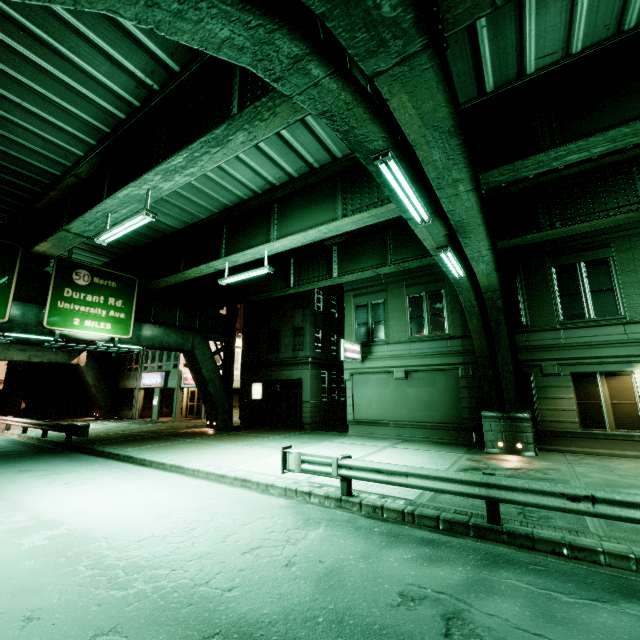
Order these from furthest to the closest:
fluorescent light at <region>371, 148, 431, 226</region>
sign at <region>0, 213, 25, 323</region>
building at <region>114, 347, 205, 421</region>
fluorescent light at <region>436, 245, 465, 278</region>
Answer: building at <region>114, 347, 205, 421</region> < sign at <region>0, 213, 25, 323</region> < fluorescent light at <region>436, 245, 465, 278</region> < fluorescent light at <region>371, 148, 431, 226</region>

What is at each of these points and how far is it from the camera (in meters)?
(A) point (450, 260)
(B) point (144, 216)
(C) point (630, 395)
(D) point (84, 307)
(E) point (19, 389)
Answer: (A) fluorescent light, 9.13
(B) fluorescent light, 9.88
(C) building, 13.06
(D) sign, 16.84
(E) building, 32.62

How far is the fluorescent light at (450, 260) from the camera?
8.4m

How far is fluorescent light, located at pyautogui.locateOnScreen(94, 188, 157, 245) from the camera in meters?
10.0

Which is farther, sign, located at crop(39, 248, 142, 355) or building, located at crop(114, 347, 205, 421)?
building, located at crop(114, 347, 205, 421)

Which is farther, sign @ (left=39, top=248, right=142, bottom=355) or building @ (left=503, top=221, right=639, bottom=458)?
sign @ (left=39, top=248, right=142, bottom=355)

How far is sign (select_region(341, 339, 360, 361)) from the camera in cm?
1794

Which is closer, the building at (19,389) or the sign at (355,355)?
the sign at (355,355)
